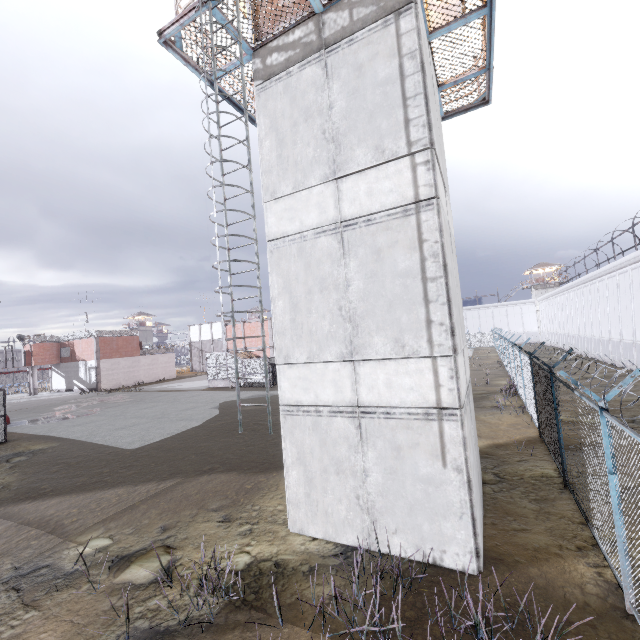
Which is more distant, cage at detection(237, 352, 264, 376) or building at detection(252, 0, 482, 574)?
cage at detection(237, 352, 264, 376)

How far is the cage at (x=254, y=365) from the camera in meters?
32.6

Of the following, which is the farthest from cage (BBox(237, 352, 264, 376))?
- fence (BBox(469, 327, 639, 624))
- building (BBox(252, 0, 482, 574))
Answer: building (BBox(252, 0, 482, 574))

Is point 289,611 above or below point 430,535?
below

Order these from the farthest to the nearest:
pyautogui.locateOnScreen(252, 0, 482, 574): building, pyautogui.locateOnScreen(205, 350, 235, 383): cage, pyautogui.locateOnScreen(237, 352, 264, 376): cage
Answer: pyautogui.locateOnScreen(205, 350, 235, 383): cage < pyautogui.locateOnScreen(237, 352, 264, 376): cage < pyautogui.locateOnScreen(252, 0, 482, 574): building

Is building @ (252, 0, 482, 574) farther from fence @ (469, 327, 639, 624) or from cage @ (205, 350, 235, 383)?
cage @ (205, 350, 235, 383)
